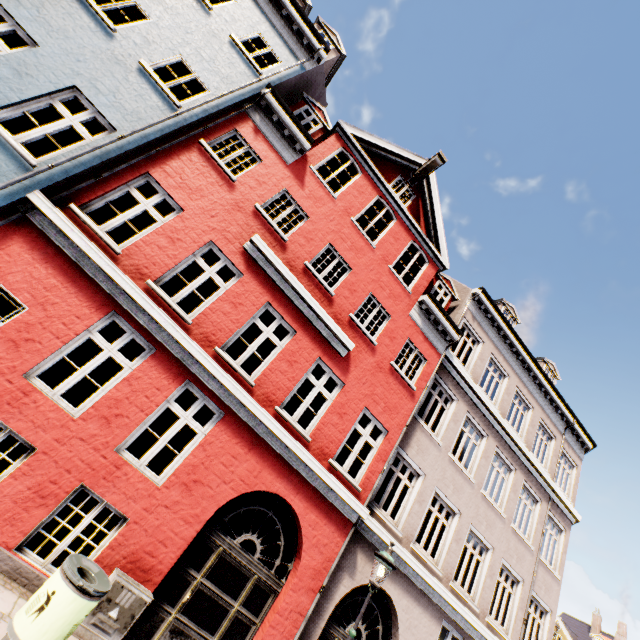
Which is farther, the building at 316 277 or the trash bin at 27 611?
the building at 316 277

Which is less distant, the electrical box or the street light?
the electrical box

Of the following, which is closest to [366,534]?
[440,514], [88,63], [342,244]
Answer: [342,244]

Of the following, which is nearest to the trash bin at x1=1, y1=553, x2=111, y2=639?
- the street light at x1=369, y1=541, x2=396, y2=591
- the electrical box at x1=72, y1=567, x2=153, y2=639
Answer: the electrical box at x1=72, y1=567, x2=153, y2=639

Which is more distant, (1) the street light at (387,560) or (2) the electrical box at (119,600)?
(1) the street light at (387,560)

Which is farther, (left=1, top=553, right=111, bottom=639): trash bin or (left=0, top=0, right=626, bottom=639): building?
(left=0, top=0, right=626, bottom=639): building

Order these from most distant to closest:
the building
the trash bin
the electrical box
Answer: the building, the electrical box, the trash bin

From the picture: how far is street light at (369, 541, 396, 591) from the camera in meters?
6.3 m
